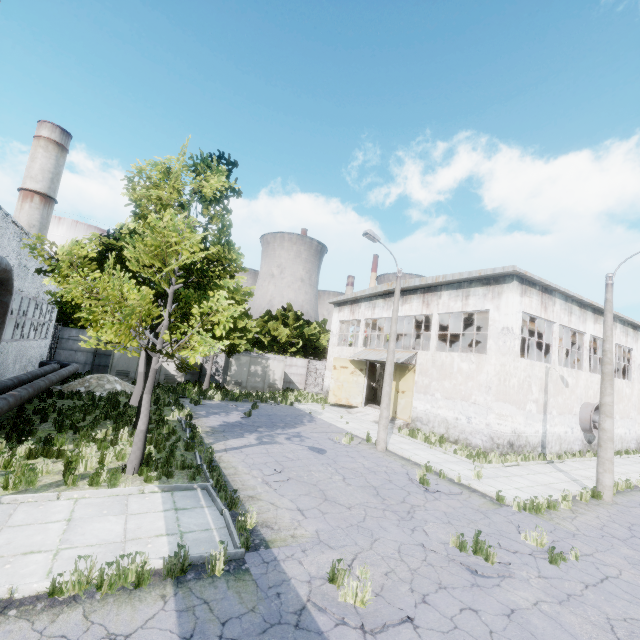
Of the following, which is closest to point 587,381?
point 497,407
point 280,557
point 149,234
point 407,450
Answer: point 497,407

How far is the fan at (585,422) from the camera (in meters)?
20.02

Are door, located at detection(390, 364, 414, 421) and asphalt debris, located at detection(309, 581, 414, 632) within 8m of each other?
no

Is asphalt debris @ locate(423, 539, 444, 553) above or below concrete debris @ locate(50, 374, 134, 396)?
below

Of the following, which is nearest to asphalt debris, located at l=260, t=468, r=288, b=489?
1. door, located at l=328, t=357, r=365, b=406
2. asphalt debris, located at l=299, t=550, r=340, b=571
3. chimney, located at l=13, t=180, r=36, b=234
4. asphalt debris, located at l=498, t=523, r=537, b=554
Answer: asphalt debris, located at l=299, t=550, r=340, b=571

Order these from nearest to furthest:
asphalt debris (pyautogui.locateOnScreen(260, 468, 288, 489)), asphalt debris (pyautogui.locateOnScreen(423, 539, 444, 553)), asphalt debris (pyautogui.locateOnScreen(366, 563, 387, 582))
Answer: asphalt debris (pyautogui.locateOnScreen(366, 563, 387, 582)) → asphalt debris (pyautogui.locateOnScreen(423, 539, 444, 553)) → asphalt debris (pyautogui.locateOnScreen(260, 468, 288, 489))

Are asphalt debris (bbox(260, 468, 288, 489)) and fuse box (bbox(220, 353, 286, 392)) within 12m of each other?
no

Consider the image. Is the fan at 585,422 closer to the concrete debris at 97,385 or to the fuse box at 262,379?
the fuse box at 262,379
